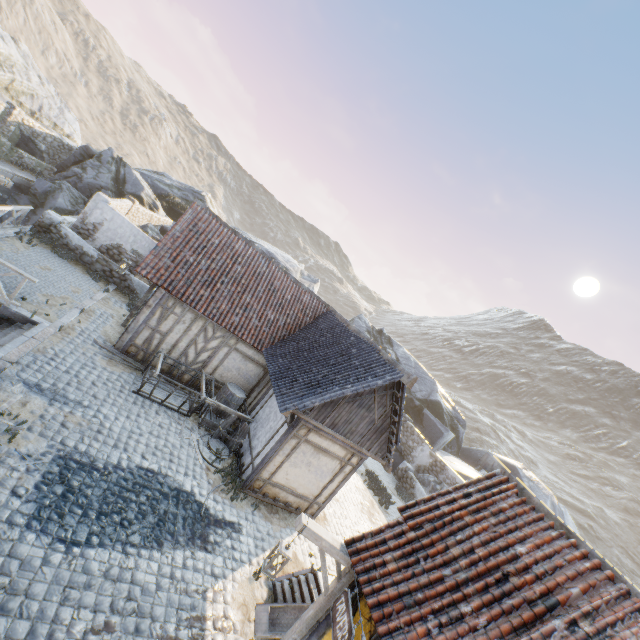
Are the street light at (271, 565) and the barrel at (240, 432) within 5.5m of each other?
yes

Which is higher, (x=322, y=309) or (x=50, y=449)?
(x=322, y=309)

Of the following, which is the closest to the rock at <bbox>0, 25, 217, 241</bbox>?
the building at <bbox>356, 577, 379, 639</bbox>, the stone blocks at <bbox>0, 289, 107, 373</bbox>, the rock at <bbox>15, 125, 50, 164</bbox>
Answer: the stone blocks at <bbox>0, 289, 107, 373</bbox>

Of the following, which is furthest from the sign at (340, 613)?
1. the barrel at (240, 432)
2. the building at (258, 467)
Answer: the barrel at (240, 432)

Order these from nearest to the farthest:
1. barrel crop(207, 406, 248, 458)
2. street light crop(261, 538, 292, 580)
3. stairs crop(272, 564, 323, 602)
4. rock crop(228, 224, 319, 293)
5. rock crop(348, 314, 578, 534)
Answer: street light crop(261, 538, 292, 580), stairs crop(272, 564, 323, 602), barrel crop(207, 406, 248, 458), rock crop(348, 314, 578, 534), rock crop(228, 224, 319, 293)

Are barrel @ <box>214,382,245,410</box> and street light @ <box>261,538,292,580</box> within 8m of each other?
yes

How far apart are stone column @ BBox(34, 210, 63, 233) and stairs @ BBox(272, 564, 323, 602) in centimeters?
1730cm

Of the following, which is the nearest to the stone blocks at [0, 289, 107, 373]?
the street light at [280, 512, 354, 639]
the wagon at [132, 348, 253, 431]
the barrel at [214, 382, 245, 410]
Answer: the street light at [280, 512, 354, 639]
